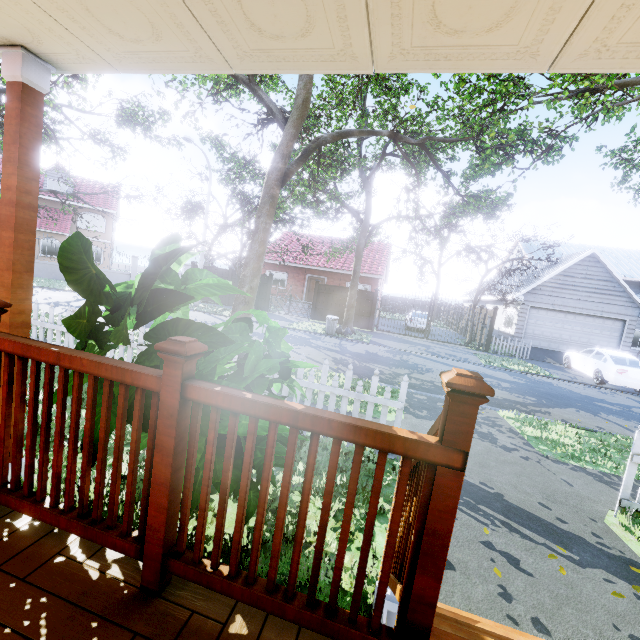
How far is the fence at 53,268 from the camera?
21.44m

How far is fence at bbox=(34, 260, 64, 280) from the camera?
21.4 meters

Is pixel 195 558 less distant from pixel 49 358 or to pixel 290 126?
pixel 49 358

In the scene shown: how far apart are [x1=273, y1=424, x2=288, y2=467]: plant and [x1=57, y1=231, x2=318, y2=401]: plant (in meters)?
0.26

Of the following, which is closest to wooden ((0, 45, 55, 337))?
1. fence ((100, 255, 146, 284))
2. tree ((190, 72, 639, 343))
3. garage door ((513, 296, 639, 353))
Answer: tree ((190, 72, 639, 343))

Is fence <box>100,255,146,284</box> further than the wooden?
Yes

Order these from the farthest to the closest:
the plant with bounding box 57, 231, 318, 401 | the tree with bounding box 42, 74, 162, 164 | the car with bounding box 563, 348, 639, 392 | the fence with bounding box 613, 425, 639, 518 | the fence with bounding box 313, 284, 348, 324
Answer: the fence with bounding box 313, 284, 348, 324
the car with bounding box 563, 348, 639, 392
the tree with bounding box 42, 74, 162, 164
the fence with bounding box 613, 425, 639, 518
the plant with bounding box 57, 231, 318, 401

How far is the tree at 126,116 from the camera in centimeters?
1073cm
